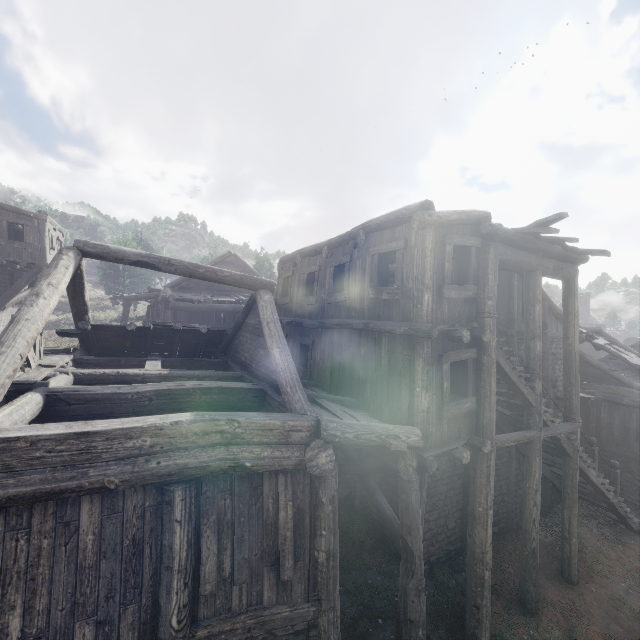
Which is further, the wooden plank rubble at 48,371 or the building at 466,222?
the wooden plank rubble at 48,371

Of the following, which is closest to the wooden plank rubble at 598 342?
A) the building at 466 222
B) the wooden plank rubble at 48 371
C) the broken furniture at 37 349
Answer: the building at 466 222

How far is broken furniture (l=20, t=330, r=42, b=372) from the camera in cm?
687

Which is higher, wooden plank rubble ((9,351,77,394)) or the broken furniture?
the broken furniture

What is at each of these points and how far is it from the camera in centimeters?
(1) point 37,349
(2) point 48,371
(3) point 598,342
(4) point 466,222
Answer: (1) broken furniture, 797cm
(2) wooden plank rubble, 688cm
(3) wooden plank rubble, 1688cm
(4) building, 797cm

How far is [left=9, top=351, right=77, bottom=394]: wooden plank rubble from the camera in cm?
584

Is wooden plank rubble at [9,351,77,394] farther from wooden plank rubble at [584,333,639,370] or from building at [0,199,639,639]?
wooden plank rubble at [584,333,639,370]

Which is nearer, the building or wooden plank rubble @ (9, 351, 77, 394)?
the building
